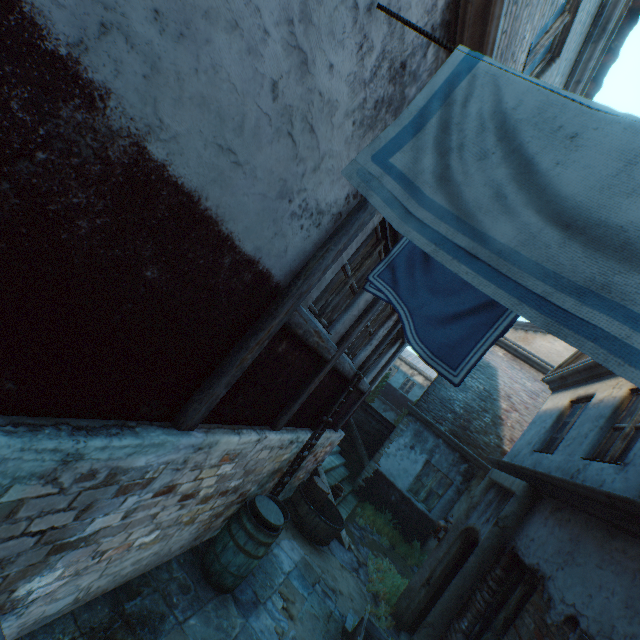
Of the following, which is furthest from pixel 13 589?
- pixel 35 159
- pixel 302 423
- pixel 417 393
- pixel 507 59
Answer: pixel 417 393

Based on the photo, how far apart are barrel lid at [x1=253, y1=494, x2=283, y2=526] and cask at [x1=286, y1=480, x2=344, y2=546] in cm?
244

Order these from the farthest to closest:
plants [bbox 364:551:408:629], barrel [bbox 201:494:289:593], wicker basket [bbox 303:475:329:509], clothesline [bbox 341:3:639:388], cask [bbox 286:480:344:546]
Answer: wicker basket [bbox 303:475:329:509] < cask [bbox 286:480:344:546] < plants [bbox 364:551:408:629] < barrel [bbox 201:494:289:593] < clothesline [bbox 341:3:639:388]

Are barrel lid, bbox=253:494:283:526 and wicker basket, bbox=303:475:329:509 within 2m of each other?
no

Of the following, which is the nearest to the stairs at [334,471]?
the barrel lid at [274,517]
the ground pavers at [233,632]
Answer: the ground pavers at [233,632]

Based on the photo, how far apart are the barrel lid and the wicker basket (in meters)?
2.77

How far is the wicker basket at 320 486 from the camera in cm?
741

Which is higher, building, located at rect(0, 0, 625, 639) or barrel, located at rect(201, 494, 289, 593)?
building, located at rect(0, 0, 625, 639)
